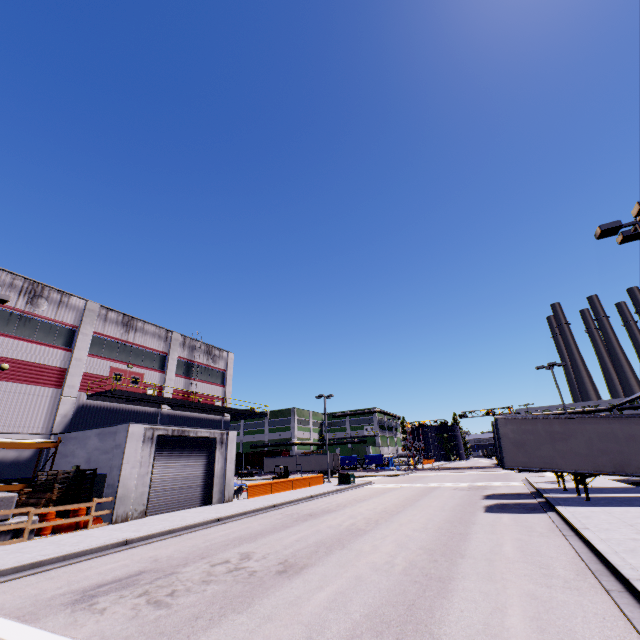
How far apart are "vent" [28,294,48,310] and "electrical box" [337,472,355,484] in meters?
29.2

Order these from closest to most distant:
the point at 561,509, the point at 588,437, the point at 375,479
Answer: the point at 561,509
the point at 588,437
the point at 375,479

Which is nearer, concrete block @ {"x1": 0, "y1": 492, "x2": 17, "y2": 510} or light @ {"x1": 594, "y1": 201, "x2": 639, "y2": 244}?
light @ {"x1": 594, "y1": 201, "x2": 639, "y2": 244}

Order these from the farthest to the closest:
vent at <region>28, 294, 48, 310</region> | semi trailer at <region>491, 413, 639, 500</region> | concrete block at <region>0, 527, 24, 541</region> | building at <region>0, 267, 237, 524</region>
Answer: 1. vent at <region>28, 294, 48, 310</region>
2. building at <region>0, 267, 237, 524</region>
3. semi trailer at <region>491, 413, 639, 500</region>
4. concrete block at <region>0, 527, 24, 541</region>

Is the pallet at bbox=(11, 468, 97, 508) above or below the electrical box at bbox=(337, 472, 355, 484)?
above

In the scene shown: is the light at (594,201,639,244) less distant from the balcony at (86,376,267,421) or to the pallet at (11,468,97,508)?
the balcony at (86,376,267,421)

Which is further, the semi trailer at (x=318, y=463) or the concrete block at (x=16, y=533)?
the semi trailer at (x=318, y=463)

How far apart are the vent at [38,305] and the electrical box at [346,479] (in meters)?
29.22
